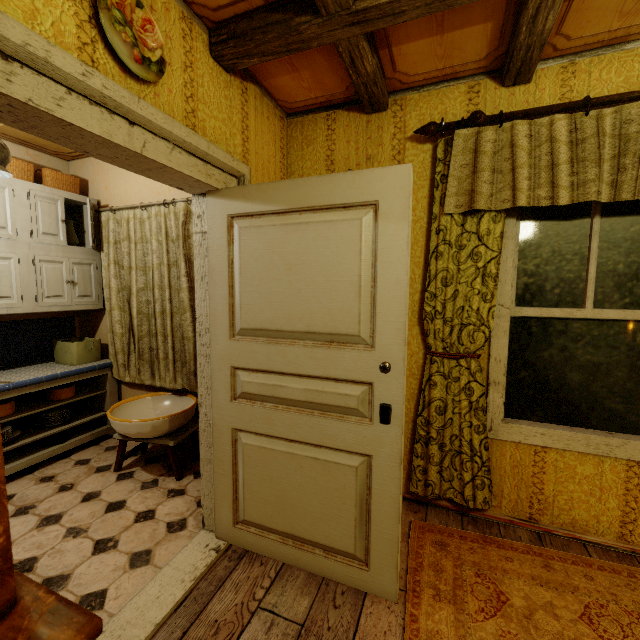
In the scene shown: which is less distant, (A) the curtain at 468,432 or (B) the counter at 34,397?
(A) the curtain at 468,432

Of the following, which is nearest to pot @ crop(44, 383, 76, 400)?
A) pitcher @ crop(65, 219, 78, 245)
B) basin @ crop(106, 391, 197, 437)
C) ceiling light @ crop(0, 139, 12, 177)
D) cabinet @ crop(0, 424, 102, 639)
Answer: basin @ crop(106, 391, 197, 437)

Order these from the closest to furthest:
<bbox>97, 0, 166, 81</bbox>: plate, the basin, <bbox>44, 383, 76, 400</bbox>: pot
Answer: <bbox>97, 0, 166, 81</bbox>: plate
the basin
<bbox>44, 383, 76, 400</bbox>: pot

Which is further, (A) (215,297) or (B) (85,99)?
(A) (215,297)

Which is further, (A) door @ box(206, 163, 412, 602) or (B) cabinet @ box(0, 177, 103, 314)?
(B) cabinet @ box(0, 177, 103, 314)

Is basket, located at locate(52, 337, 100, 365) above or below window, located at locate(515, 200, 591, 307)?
below

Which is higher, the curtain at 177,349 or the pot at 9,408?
the curtain at 177,349

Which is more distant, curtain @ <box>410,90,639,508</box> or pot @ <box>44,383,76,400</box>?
pot @ <box>44,383,76,400</box>
